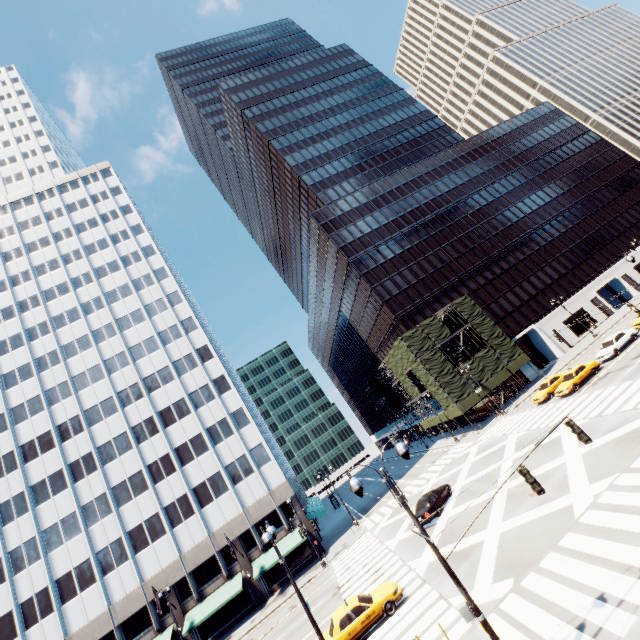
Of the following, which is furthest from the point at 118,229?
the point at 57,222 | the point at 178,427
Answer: the point at 178,427

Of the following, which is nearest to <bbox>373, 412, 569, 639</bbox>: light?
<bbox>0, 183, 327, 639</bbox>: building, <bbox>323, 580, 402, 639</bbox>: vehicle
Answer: <bbox>323, 580, 402, 639</bbox>: vehicle

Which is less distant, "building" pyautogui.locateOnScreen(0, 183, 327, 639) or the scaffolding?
"building" pyautogui.locateOnScreen(0, 183, 327, 639)

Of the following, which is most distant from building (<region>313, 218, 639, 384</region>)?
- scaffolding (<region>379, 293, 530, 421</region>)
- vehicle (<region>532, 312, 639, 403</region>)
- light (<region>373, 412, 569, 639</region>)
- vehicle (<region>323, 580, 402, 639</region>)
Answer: light (<region>373, 412, 569, 639</region>)

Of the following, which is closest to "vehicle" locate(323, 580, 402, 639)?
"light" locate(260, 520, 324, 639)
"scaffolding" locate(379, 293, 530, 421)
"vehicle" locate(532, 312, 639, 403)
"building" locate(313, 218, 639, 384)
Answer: "light" locate(260, 520, 324, 639)

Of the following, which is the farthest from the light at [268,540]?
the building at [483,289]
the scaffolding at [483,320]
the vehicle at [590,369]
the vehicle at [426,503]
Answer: the building at [483,289]

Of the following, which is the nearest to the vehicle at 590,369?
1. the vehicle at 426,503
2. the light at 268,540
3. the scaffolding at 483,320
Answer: the scaffolding at 483,320

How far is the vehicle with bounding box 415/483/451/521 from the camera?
24.5m
